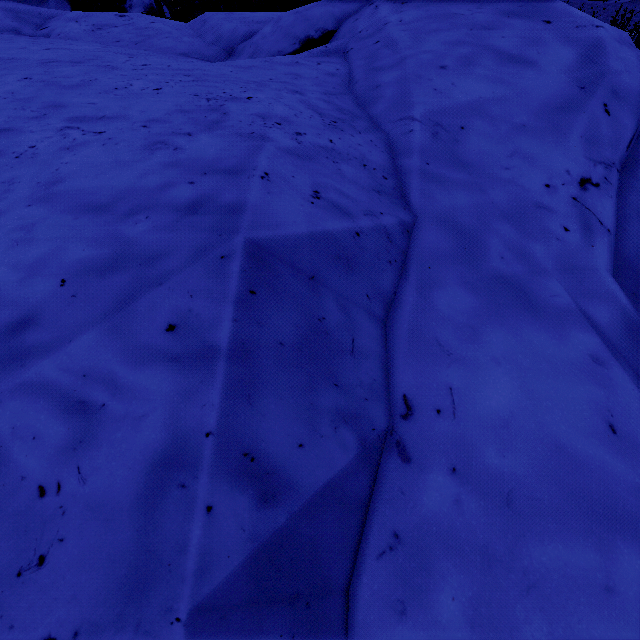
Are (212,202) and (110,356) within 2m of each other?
yes
